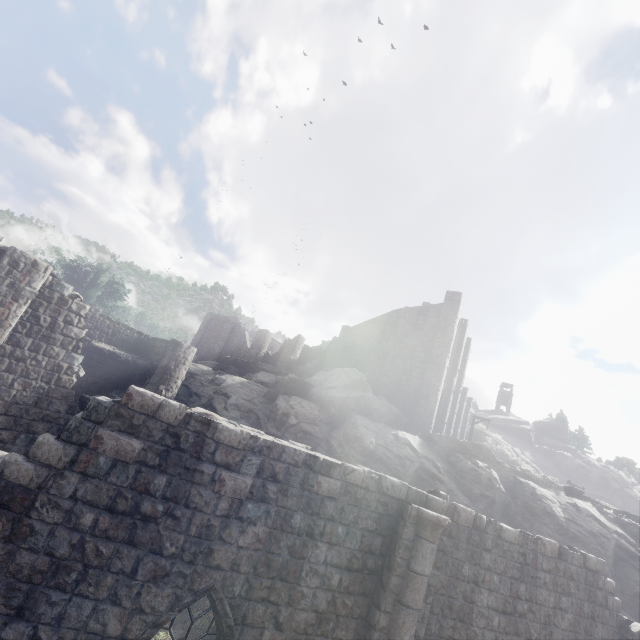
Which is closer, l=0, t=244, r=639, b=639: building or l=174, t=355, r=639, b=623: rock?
l=0, t=244, r=639, b=639: building

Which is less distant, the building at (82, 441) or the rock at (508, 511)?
the building at (82, 441)

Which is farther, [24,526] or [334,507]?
[334,507]
